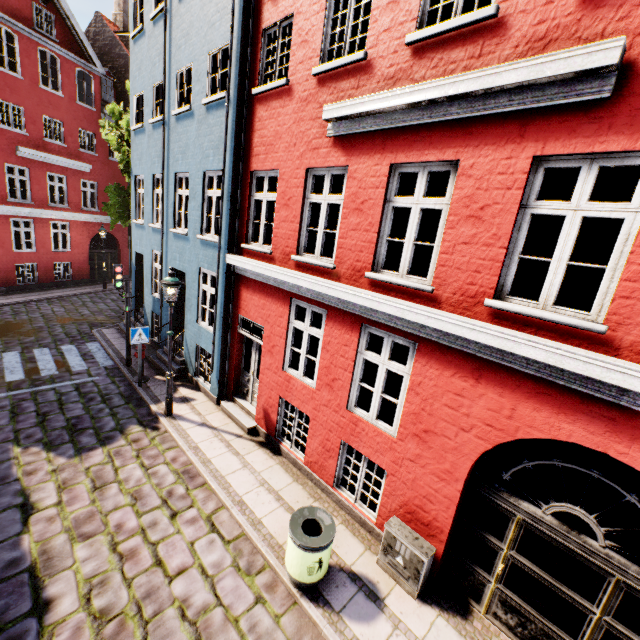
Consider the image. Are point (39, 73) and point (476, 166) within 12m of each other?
no

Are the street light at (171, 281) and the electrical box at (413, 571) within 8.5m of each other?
yes

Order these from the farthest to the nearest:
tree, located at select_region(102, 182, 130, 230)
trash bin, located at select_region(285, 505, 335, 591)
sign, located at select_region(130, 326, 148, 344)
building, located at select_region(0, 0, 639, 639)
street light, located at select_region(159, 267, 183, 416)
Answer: tree, located at select_region(102, 182, 130, 230) → sign, located at select_region(130, 326, 148, 344) → street light, located at select_region(159, 267, 183, 416) → trash bin, located at select_region(285, 505, 335, 591) → building, located at select_region(0, 0, 639, 639)

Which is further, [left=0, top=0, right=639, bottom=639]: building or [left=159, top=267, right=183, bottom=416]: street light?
[left=159, top=267, right=183, bottom=416]: street light

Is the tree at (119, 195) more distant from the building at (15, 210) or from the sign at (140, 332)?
the sign at (140, 332)

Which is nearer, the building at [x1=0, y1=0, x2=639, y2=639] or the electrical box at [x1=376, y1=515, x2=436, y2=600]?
the building at [x1=0, y1=0, x2=639, y2=639]

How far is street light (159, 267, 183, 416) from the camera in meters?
7.7 m

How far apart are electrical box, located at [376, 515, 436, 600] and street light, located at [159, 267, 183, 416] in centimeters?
612cm
